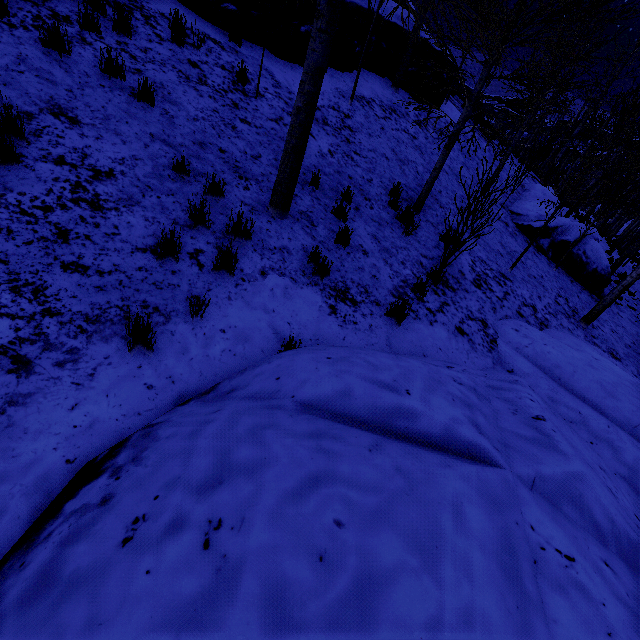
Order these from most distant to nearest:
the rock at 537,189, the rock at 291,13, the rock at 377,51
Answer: the rock at 537,189, the rock at 377,51, the rock at 291,13

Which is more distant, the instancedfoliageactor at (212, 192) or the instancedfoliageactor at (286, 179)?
the instancedfoliageactor at (212, 192)

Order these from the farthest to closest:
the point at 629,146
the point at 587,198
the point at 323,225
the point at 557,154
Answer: the point at 557,154
the point at 629,146
the point at 587,198
the point at 323,225

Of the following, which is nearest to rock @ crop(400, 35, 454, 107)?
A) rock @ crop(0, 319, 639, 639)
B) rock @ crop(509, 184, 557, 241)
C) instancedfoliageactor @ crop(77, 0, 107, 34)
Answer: instancedfoliageactor @ crop(77, 0, 107, 34)

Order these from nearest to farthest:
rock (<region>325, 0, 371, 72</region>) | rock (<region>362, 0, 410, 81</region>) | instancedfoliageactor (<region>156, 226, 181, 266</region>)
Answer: instancedfoliageactor (<region>156, 226, 181, 266</region>) < rock (<region>325, 0, 371, 72</region>) < rock (<region>362, 0, 410, 81</region>)

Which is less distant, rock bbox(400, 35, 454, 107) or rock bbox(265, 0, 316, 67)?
rock bbox(265, 0, 316, 67)

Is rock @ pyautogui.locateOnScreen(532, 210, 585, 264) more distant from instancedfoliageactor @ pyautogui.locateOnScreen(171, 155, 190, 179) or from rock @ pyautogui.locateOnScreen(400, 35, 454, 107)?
rock @ pyautogui.locateOnScreen(400, 35, 454, 107)
